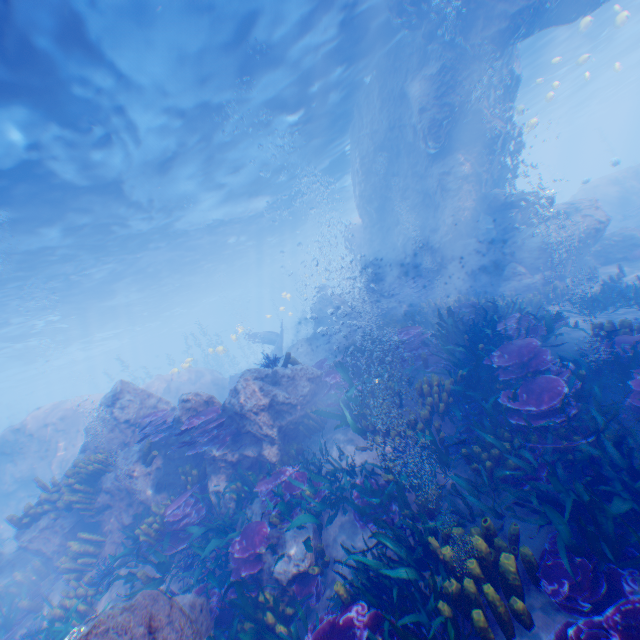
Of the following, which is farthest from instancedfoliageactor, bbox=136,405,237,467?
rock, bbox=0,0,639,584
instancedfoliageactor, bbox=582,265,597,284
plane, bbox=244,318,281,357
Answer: instancedfoliageactor, bbox=582,265,597,284

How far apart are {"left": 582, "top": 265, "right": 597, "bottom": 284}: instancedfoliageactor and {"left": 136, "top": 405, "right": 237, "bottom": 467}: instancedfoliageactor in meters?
14.1 m

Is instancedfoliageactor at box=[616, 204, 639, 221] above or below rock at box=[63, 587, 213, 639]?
above

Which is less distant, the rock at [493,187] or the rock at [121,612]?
the rock at [121,612]

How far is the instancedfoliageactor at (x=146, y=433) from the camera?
8.05m

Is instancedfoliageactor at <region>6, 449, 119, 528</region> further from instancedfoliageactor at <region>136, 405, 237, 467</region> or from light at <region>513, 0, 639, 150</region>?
light at <region>513, 0, 639, 150</region>

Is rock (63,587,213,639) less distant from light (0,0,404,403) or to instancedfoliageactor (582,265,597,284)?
light (0,0,404,403)

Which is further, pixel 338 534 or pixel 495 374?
pixel 495 374
